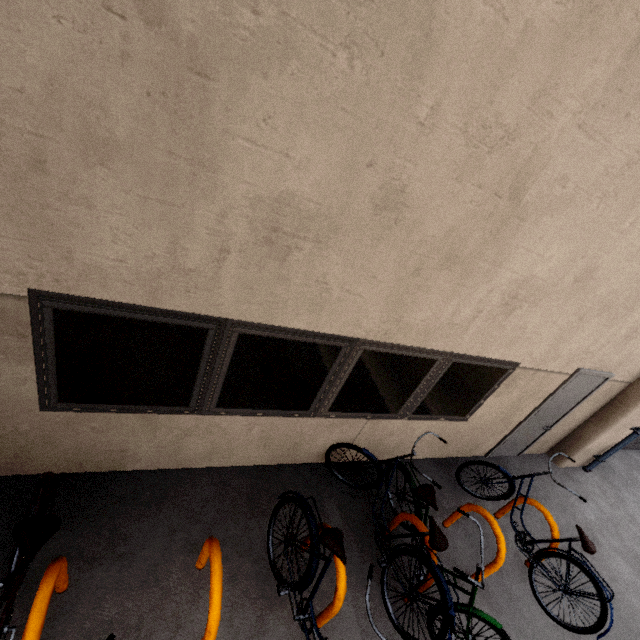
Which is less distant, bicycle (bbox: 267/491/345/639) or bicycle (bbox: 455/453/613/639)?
bicycle (bbox: 267/491/345/639)

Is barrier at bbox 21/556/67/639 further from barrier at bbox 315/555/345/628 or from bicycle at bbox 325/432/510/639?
bicycle at bbox 325/432/510/639

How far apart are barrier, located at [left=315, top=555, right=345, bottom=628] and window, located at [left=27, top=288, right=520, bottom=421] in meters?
1.0 m

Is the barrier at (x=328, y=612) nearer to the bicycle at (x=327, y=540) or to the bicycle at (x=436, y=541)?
the bicycle at (x=327, y=540)

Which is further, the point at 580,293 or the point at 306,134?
the point at 580,293

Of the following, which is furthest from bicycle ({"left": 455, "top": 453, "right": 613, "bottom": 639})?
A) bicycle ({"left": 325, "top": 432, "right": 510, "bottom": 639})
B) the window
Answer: bicycle ({"left": 325, "top": 432, "right": 510, "bottom": 639})

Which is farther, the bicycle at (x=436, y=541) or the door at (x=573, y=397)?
the door at (x=573, y=397)

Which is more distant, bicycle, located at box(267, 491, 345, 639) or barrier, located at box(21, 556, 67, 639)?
bicycle, located at box(267, 491, 345, 639)
